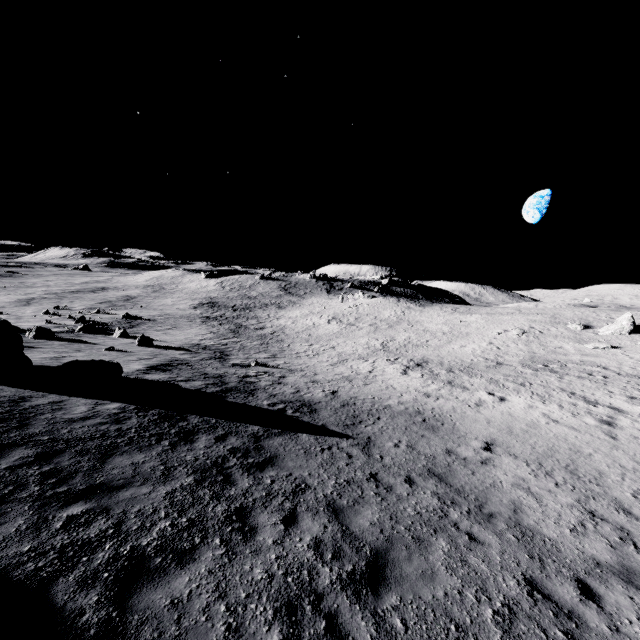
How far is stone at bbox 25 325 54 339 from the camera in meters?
27.8

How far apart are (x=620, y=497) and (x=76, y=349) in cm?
3050

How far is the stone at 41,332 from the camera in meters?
27.8

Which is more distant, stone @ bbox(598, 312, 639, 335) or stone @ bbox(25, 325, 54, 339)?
stone @ bbox(598, 312, 639, 335)

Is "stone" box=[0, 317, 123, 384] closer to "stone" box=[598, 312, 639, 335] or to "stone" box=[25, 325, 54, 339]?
"stone" box=[25, 325, 54, 339]

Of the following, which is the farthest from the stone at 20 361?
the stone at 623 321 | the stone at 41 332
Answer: the stone at 623 321
